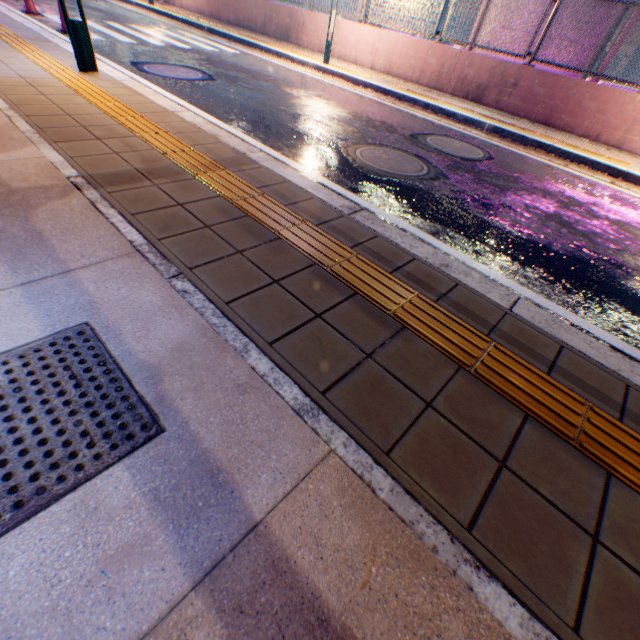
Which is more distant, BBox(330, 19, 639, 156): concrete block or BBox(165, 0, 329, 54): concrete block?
BBox(165, 0, 329, 54): concrete block

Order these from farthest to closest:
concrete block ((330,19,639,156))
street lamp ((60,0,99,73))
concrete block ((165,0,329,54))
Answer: concrete block ((165,0,329,54))
concrete block ((330,19,639,156))
street lamp ((60,0,99,73))

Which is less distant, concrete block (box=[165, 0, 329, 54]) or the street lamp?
the street lamp

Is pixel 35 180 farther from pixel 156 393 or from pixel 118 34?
pixel 118 34

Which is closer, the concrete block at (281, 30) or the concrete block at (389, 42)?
the concrete block at (389, 42)

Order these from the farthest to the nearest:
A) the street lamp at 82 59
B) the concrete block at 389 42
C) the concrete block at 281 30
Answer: the concrete block at 281 30 < the concrete block at 389 42 < the street lamp at 82 59
